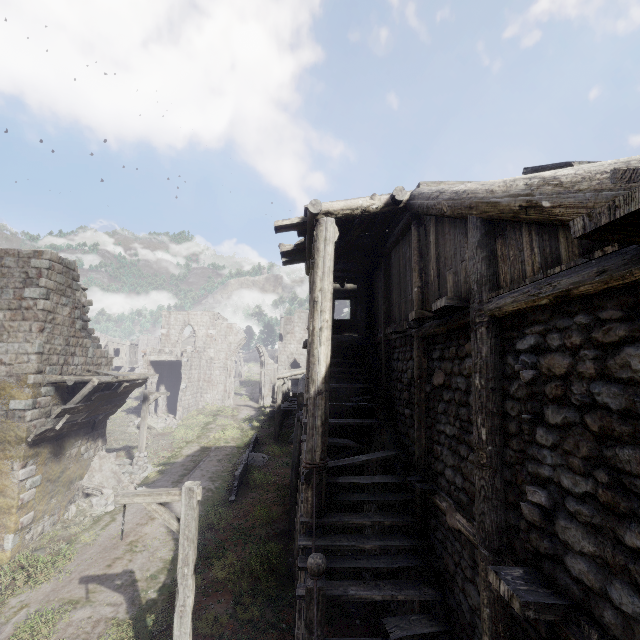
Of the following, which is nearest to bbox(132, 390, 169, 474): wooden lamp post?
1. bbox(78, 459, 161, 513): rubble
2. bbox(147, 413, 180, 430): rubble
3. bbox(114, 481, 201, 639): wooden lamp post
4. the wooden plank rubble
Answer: bbox(78, 459, 161, 513): rubble

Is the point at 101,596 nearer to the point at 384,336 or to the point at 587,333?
the point at 384,336

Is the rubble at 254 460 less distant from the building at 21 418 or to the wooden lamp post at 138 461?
the building at 21 418

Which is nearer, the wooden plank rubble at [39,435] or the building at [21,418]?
the building at [21,418]

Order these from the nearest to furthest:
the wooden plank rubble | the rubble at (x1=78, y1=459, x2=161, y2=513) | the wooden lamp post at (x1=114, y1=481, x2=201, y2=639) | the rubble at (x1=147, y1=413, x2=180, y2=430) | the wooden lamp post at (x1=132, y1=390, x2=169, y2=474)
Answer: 1. the wooden lamp post at (x1=114, y1=481, x2=201, y2=639)
2. the wooden plank rubble
3. the rubble at (x1=78, y1=459, x2=161, y2=513)
4. the wooden lamp post at (x1=132, y1=390, x2=169, y2=474)
5. the rubble at (x1=147, y1=413, x2=180, y2=430)

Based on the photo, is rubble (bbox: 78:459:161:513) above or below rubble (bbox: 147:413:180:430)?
below

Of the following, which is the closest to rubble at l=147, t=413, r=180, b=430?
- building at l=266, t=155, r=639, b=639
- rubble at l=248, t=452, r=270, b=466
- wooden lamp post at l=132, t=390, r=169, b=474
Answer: building at l=266, t=155, r=639, b=639

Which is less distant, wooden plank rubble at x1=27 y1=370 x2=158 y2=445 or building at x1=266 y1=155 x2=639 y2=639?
building at x1=266 y1=155 x2=639 y2=639
